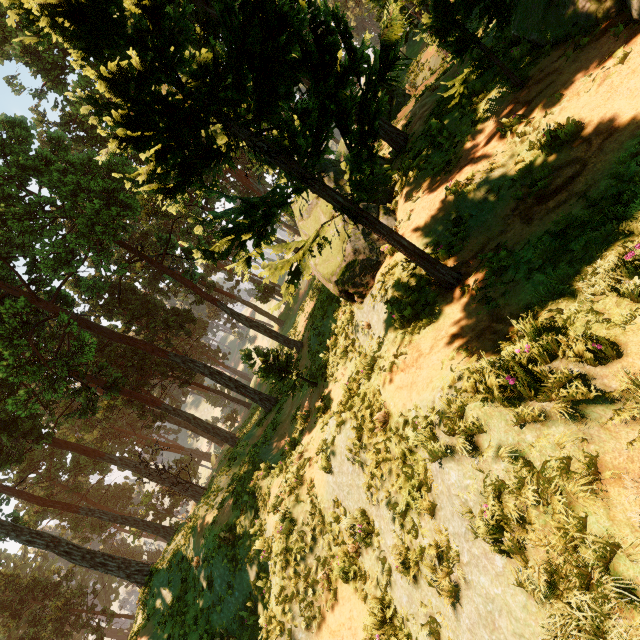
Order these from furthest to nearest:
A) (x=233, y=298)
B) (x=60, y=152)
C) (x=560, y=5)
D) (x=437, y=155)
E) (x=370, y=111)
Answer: (x=233, y=298), (x=60, y=152), (x=437, y=155), (x=560, y=5), (x=370, y=111)
